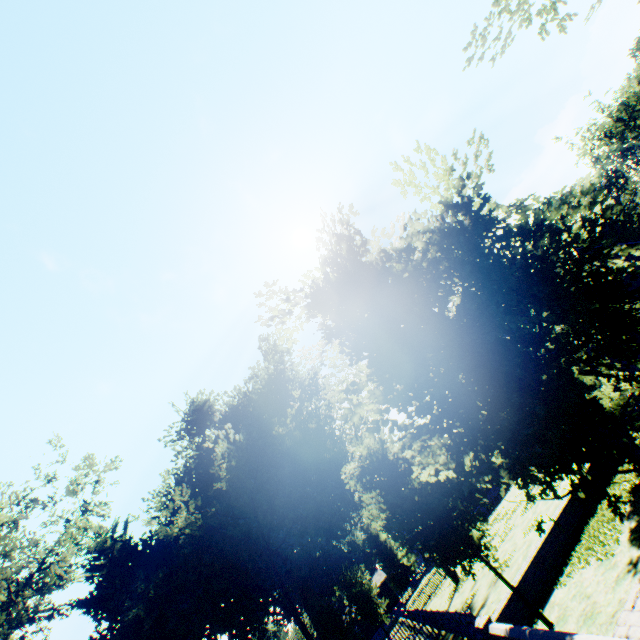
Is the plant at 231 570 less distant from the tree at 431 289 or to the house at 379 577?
the house at 379 577

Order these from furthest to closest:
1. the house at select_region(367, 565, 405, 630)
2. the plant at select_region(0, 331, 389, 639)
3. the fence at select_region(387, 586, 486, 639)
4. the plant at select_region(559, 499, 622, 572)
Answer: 1. the house at select_region(367, 565, 405, 630)
2. the plant at select_region(0, 331, 389, 639)
3. the fence at select_region(387, 586, 486, 639)
4. the plant at select_region(559, 499, 622, 572)

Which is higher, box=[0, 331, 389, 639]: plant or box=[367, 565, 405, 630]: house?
box=[0, 331, 389, 639]: plant

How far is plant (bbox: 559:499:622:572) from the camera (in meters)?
9.83

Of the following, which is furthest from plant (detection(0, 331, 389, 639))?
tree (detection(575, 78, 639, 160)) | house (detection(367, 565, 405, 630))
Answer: tree (detection(575, 78, 639, 160))

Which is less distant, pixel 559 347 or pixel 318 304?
pixel 559 347

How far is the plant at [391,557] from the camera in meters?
57.2

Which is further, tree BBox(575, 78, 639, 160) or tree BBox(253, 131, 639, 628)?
tree BBox(575, 78, 639, 160)
